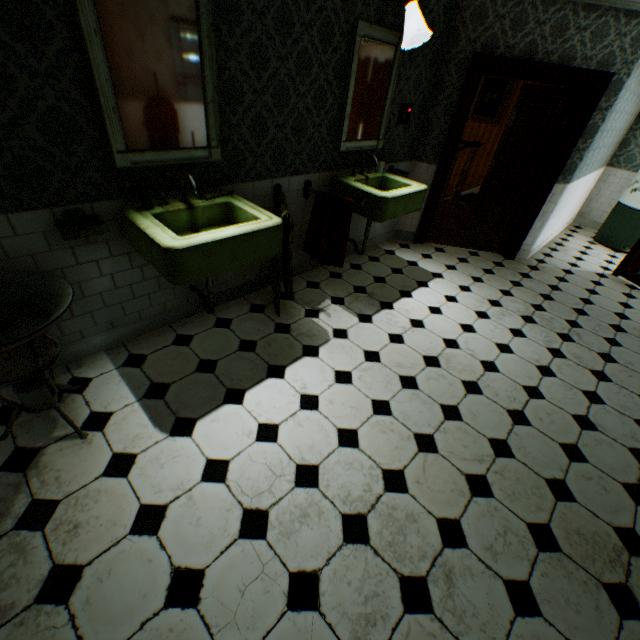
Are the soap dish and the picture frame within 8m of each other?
no

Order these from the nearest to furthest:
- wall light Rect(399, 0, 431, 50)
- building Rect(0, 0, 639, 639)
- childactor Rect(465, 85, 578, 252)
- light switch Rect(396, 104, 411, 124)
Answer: building Rect(0, 0, 639, 639) → wall light Rect(399, 0, 431, 50) → light switch Rect(396, 104, 411, 124) → childactor Rect(465, 85, 578, 252)

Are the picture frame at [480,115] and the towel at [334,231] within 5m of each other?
no

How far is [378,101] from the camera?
3.5 meters

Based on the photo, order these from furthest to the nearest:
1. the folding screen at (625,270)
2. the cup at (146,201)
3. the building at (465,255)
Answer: the folding screen at (625,270), the cup at (146,201), the building at (465,255)

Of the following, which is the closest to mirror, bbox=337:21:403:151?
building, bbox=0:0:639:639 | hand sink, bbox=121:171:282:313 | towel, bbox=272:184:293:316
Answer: building, bbox=0:0:639:639

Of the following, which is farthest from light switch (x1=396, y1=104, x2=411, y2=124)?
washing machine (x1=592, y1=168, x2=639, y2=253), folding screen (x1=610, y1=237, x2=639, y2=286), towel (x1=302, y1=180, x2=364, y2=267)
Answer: washing machine (x1=592, y1=168, x2=639, y2=253)

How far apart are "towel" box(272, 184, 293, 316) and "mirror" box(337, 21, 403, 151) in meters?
0.8
